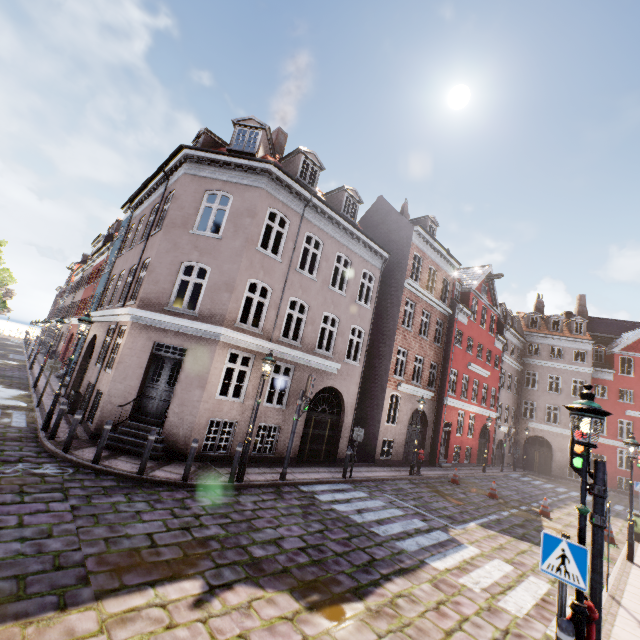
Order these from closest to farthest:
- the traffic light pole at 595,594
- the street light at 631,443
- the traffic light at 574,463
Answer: the traffic light pole at 595,594, the traffic light at 574,463, the street light at 631,443

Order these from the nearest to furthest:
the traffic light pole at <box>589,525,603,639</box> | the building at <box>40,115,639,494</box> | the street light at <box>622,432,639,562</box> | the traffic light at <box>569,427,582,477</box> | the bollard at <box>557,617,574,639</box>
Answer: the bollard at <box>557,617,574,639</box> → the traffic light pole at <box>589,525,603,639</box> → the traffic light at <box>569,427,582,477</box> → the street light at <box>622,432,639,562</box> → the building at <box>40,115,639,494</box>

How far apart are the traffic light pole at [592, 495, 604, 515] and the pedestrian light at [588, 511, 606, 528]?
0.04m

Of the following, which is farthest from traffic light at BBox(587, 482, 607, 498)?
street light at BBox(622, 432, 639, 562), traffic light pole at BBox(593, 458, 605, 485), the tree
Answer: the tree

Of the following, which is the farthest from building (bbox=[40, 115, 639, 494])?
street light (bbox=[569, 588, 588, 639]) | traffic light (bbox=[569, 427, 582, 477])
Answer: traffic light (bbox=[569, 427, 582, 477])

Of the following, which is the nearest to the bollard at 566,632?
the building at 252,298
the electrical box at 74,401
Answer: the building at 252,298

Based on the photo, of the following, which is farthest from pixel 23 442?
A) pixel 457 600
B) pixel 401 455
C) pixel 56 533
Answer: pixel 401 455

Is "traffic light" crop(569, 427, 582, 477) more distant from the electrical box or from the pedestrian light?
the electrical box
